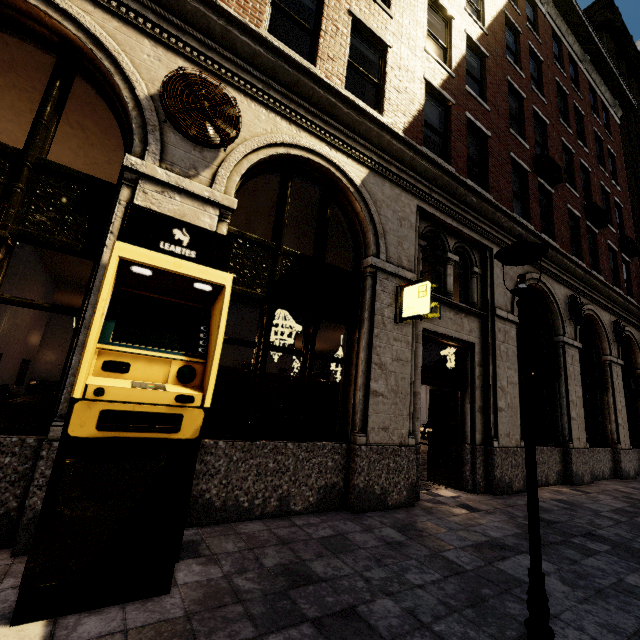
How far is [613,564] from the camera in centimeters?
412cm

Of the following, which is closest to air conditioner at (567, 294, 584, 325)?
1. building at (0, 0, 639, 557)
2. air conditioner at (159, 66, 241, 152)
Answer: building at (0, 0, 639, 557)

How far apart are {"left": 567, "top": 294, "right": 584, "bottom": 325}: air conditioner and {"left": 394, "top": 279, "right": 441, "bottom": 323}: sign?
7.5m

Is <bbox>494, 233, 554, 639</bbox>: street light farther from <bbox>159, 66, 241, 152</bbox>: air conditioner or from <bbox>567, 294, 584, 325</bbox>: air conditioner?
<bbox>567, 294, 584, 325</bbox>: air conditioner

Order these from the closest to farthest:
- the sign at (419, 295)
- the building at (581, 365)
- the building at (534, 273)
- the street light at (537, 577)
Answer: the street light at (537, 577)
the building at (581, 365)
the sign at (419, 295)
the building at (534, 273)

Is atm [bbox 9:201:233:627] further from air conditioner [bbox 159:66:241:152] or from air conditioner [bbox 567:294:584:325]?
air conditioner [bbox 567:294:584:325]

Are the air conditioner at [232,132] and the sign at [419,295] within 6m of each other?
yes

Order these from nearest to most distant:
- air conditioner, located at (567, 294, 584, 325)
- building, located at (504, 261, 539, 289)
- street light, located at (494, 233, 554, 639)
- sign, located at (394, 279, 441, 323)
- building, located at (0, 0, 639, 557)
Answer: street light, located at (494, 233, 554, 639), building, located at (0, 0, 639, 557), sign, located at (394, 279, 441, 323), building, located at (504, 261, 539, 289), air conditioner, located at (567, 294, 584, 325)
